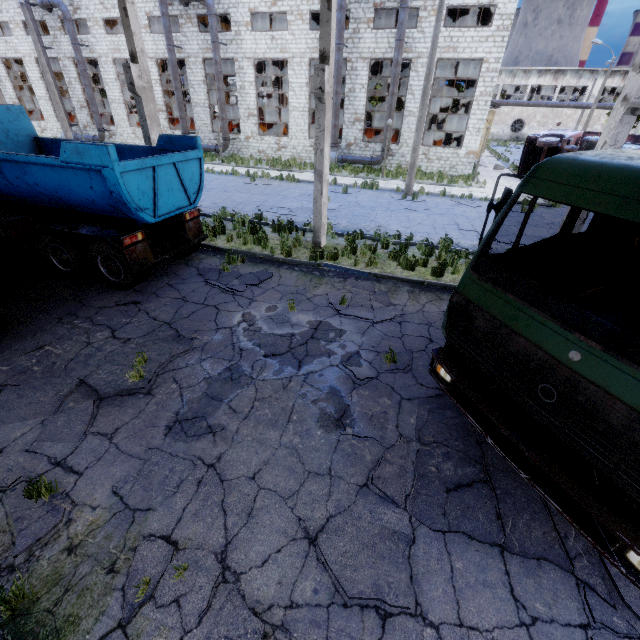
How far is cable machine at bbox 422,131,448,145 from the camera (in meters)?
25.62

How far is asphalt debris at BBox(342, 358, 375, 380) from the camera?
5.63m

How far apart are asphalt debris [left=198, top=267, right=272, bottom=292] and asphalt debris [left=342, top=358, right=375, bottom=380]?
3.47m

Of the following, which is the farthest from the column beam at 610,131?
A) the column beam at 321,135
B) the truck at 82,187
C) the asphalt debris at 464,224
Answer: the truck at 82,187

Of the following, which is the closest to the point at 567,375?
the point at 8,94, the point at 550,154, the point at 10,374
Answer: the point at 10,374

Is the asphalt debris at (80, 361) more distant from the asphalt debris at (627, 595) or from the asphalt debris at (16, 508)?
the asphalt debris at (627, 595)

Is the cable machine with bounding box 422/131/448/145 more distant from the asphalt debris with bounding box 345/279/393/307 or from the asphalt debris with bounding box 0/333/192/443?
the asphalt debris with bounding box 0/333/192/443

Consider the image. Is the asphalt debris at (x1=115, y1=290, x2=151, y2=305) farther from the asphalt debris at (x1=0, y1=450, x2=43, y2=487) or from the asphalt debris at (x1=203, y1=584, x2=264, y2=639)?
the asphalt debris at (x1=203, y1=584, x2=264, y2=639)
